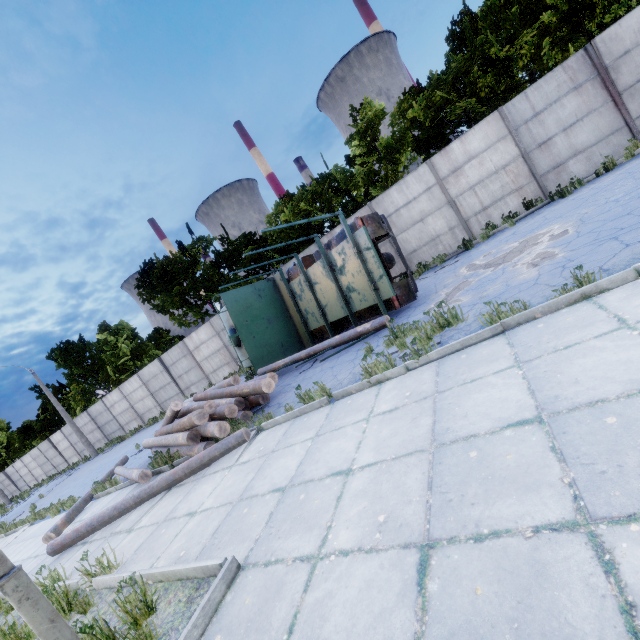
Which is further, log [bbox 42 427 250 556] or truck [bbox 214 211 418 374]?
truck [bbox 214 211 418 374]

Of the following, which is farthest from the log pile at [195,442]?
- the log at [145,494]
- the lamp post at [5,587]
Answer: the lamp post at [5,587]

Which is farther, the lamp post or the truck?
the truck

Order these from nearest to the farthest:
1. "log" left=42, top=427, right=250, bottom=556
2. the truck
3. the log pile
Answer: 1. "log" left=42, top=427, right=250, bottom=556
2. the log pile
3. the truck

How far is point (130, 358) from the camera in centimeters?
2691cm

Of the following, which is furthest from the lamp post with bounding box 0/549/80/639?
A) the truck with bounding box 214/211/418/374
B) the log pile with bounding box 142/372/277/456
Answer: the truck with bounding box 214/211/418/374

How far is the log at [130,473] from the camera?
8.0 meters

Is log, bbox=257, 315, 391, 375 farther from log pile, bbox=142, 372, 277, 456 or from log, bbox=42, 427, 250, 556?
log, bbox=42, 427, 250, 556
